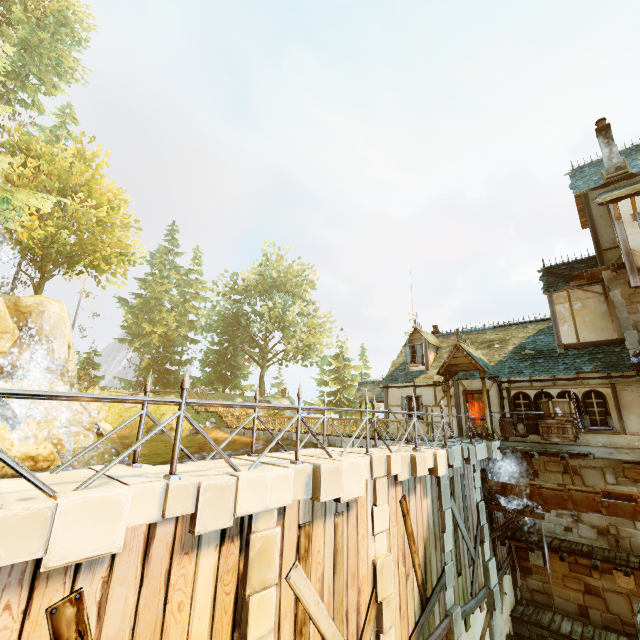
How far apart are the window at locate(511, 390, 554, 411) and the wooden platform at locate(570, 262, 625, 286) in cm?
468

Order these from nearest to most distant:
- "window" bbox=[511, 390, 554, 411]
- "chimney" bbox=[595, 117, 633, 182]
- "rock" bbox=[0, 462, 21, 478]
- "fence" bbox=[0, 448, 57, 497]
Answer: "fence" bbox=[0, 448, 57, 497], "rock" bbox=[0, 462, 21, 478], "window" bbox=[511, 390, 554, 411], "chimney" bbox=[595, 117, 633, 182]

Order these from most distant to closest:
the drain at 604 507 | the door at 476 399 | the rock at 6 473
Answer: the door at 476 399 < the drain at 604 507 < the rock at 6 473

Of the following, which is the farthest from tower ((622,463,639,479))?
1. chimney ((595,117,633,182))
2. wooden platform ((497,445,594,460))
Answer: chimney ((595,117,633,182))

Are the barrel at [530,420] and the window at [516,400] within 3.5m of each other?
yes

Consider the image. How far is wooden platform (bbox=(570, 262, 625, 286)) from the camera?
13.01m

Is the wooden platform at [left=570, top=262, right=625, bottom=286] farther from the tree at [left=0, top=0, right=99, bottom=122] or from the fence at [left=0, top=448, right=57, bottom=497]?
the tree at [left=0, top=0, right=99, bottom=122]

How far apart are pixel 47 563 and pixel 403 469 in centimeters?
694cm
